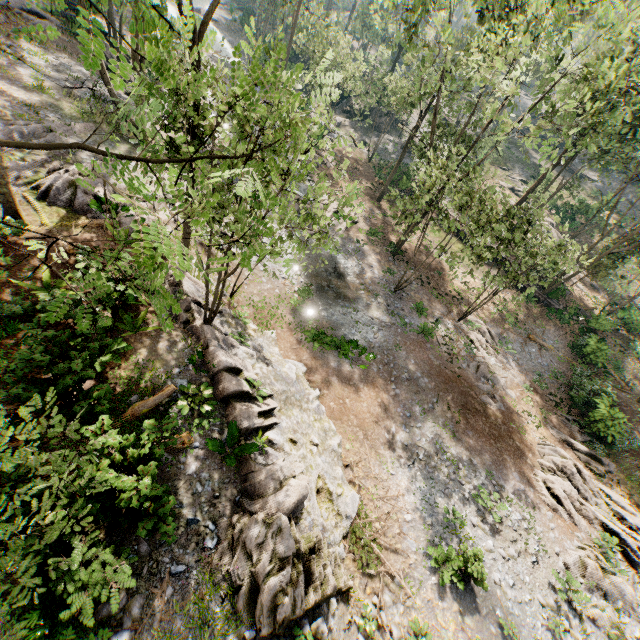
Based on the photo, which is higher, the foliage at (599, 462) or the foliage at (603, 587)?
the foliage at (603, 587)

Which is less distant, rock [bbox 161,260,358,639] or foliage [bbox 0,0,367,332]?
foliage [bbox 0,0,367,332]

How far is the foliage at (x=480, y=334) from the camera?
21.6m

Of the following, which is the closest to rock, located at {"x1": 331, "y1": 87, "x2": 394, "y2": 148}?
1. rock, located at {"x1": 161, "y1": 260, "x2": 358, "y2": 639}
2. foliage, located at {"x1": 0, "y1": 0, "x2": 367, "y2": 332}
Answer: foliage, located at {"x1": 0, "y1": 0, "x2": 367, "y2": 332}

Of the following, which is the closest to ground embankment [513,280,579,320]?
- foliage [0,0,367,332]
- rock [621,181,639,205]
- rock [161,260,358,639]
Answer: foliage [0,0,367,332]

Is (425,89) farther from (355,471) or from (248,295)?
(355,471)

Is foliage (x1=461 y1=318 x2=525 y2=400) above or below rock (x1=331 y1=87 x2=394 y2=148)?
below
